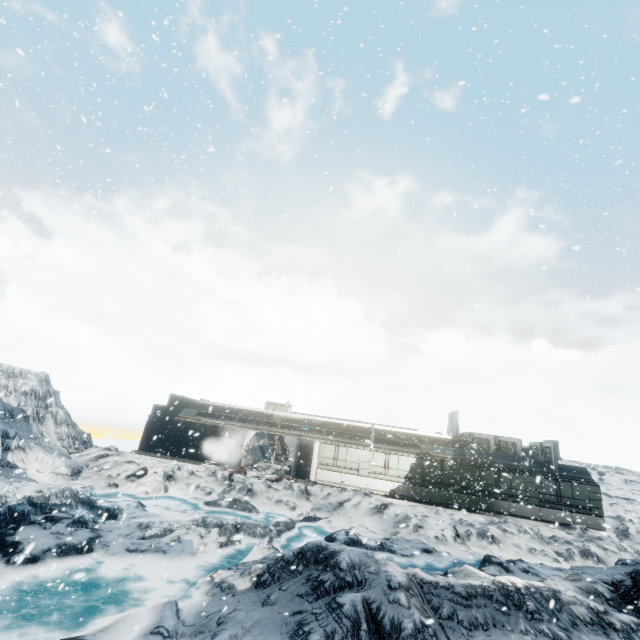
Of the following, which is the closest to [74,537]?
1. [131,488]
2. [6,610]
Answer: [6,610]
